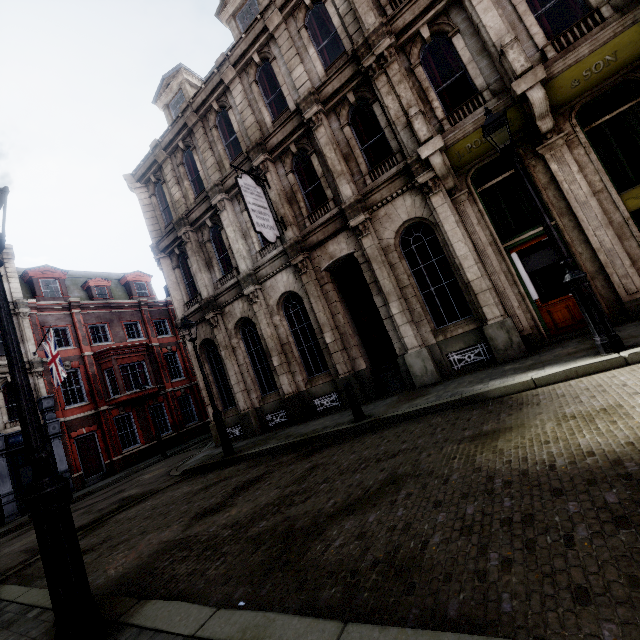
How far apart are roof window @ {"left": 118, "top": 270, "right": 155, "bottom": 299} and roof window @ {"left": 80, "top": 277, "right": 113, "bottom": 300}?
1.3 meters

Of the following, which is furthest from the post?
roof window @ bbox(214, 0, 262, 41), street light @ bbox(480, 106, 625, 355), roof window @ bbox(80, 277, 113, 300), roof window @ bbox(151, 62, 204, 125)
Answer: roof window @ bbox(80, 277, 113, 300)

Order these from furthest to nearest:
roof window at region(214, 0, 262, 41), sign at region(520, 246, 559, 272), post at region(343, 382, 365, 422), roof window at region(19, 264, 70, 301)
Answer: roof window at region(19, 264, 70, 301) < roof window at region(214, 0, 262, 41) < sign at region(520, 246, 559, 272) < post at region(343, 382, 365, 422)

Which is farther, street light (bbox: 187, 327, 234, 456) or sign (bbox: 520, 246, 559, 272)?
street light (bbox: 187, 327, 234, 456)

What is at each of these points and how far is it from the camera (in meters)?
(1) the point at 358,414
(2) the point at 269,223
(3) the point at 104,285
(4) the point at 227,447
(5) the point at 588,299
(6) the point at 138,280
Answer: (1) post, 7.72
(2) sign, 10.56
(3) roof window, 26.52
(4) street light, 10.20
(5) street light, 5.34
(6) roof window, 29.11

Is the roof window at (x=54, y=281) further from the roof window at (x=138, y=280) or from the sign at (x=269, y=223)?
the sign at (x=269, y=223)

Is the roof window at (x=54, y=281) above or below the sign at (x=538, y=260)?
above

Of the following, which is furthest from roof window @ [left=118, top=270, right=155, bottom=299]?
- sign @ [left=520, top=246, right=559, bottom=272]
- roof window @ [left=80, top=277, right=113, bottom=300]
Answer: sign @ [left=520, top=246, right=559, bottom=272]
